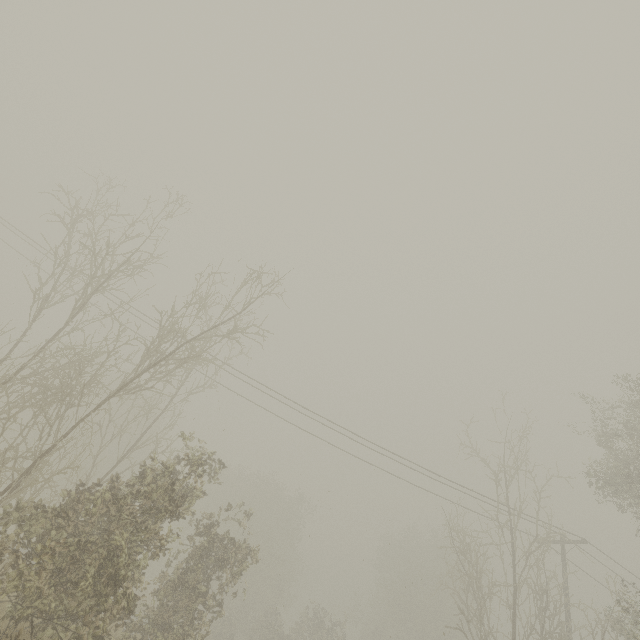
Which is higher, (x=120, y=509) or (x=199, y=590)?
(x=120, y=509)
